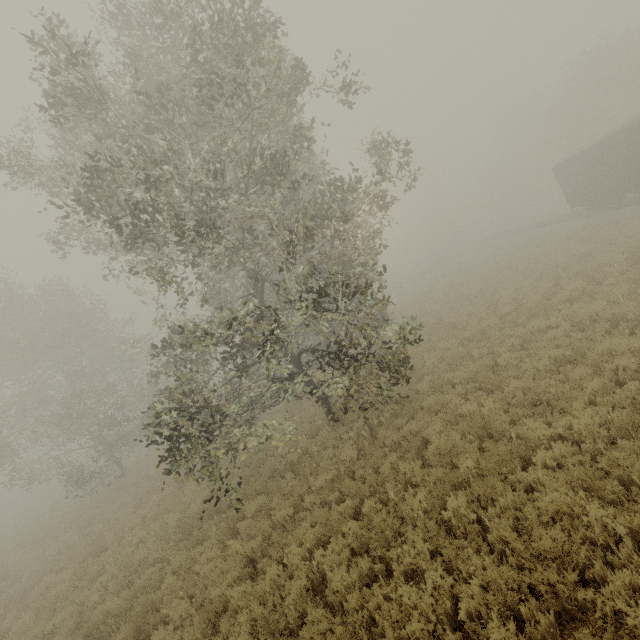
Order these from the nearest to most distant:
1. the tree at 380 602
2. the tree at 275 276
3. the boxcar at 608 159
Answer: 1. the tree at 380 602
2. the tree at 275 276
3. the boxcar at 608 159

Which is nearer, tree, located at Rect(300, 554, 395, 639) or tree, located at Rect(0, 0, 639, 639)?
tree, located at Rect(300, 554, 395, 639)

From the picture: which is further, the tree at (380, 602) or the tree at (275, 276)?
the tree at (275, 276)

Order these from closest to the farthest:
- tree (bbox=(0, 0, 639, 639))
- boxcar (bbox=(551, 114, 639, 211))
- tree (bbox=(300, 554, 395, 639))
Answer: tree (bbox=(300, 554, 395, 639)) → tree (bbox=(0, 0, 639, 639)) → boxcar (bbox=(551, 114, 639, 211))

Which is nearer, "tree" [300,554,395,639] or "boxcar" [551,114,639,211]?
"tree" [300,554,395,639]

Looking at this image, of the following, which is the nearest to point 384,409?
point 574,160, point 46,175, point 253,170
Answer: point 253,170

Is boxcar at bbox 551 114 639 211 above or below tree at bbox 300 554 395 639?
above
